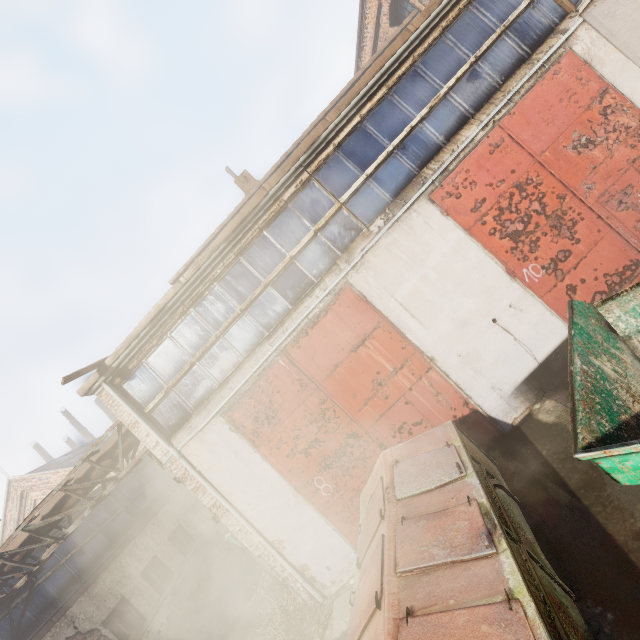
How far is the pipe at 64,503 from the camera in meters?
8.1

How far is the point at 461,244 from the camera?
6.2 meters

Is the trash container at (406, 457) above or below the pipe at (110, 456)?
below

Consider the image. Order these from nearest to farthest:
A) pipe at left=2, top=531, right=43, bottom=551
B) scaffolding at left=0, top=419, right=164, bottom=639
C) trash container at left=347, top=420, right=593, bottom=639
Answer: trash container at left=347, top=420, right=593, bottom=639 → scaffolding at left=0, top=419, right=164, bottom=639 → pipe at left=2, top=531, right=43, bottom=551

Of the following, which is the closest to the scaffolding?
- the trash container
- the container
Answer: the trash container

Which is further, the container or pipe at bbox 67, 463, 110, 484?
pipe at bbox 67, 463, 110, 484

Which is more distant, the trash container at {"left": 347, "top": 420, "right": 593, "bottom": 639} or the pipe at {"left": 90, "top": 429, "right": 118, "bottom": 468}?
the pipe at {"left": 90, "top": 429, "right": 118, "bottom": 468}
